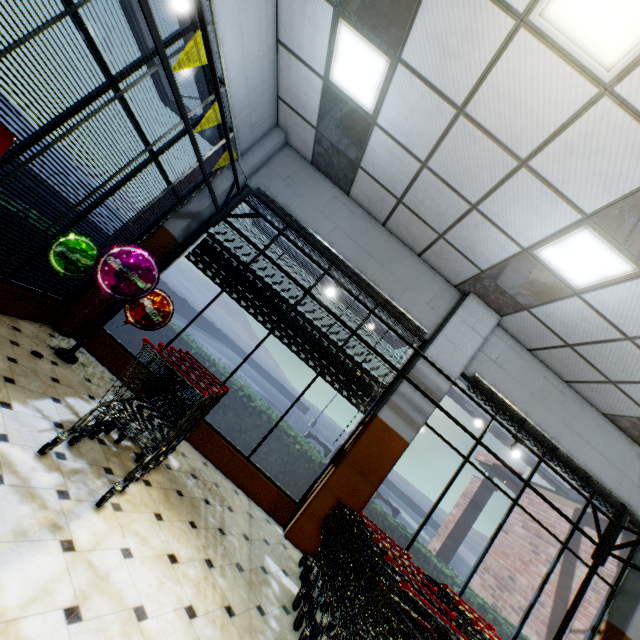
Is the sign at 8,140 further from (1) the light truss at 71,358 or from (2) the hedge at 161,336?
(2) the hedge at 161,336

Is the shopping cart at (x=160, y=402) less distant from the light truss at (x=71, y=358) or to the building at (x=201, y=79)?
the building at (x=201, y=79)

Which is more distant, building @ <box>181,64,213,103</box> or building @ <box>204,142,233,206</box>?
building @ <box>204,142,233,206</box>

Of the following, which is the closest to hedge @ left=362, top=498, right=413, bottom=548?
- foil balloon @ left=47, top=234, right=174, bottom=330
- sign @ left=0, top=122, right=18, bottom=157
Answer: foil balloon @ left=47, top=234, right=174, bottom=330

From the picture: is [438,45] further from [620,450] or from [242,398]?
[620,450]

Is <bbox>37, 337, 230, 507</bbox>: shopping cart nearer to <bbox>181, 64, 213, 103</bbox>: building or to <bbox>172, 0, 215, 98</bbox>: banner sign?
<bbox>181, 64, 213, 103</bbox>: building
